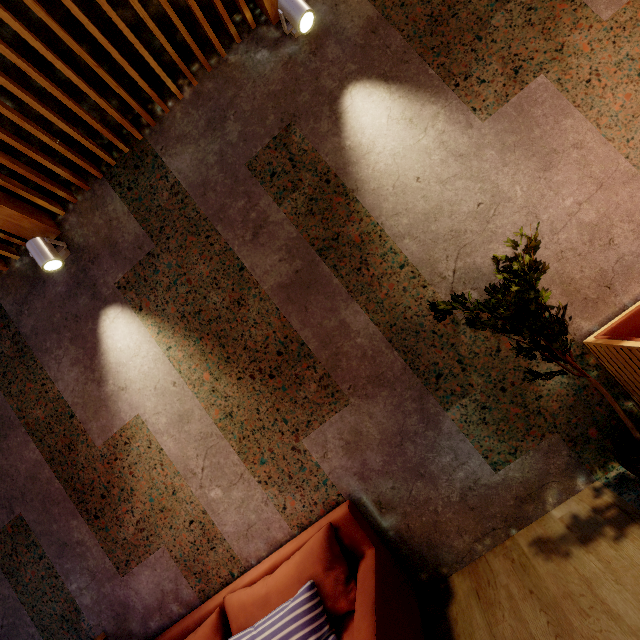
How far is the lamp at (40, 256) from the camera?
2.5m

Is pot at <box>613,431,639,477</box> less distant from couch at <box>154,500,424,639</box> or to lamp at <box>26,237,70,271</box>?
couch at <box>154,500,424,639</box>

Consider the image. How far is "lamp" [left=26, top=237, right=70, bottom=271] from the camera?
2.54m

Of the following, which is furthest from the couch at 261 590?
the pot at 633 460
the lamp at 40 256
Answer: the lamp at 40 256

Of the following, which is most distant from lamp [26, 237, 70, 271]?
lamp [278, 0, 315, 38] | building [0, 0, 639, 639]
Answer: lamp [278, 0, 315, 38]

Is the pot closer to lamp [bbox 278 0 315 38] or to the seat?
the seat

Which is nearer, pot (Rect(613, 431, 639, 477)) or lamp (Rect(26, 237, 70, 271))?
pot (Rect(613, 431, 639, 477))

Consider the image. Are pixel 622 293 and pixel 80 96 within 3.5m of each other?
no
